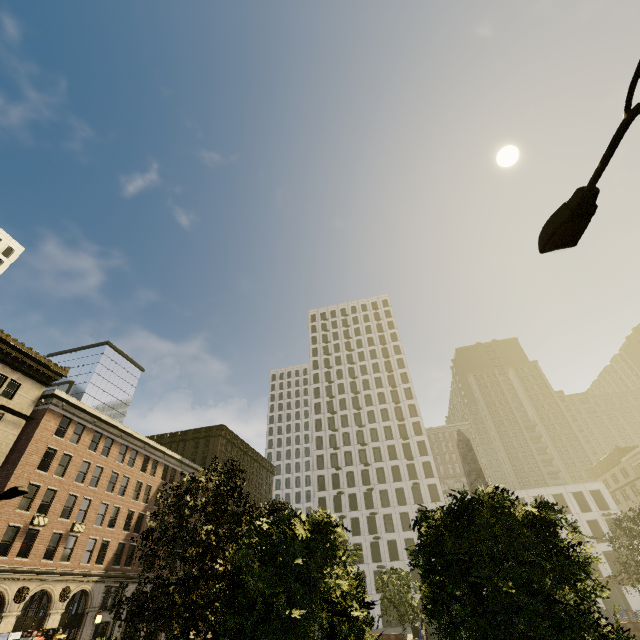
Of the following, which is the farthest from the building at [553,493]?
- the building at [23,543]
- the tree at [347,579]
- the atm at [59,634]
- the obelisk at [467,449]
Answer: the atm at [59,634]

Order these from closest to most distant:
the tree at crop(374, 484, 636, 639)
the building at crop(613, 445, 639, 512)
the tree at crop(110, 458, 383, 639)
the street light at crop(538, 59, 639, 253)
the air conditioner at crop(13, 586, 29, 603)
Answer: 1. the street light at crop(538, 59, 639, 253)
2. the tree at crop(374, 484, 636, 639)
3. the tree at crop(110, 458, 383, 639)
4. the air conditioner at crop(13, 586, 29, 603)
5. the building at crop(613, 445, 639, 512)

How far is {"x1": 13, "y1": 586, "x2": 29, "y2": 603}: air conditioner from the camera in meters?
24.2

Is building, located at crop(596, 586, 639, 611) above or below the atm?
below

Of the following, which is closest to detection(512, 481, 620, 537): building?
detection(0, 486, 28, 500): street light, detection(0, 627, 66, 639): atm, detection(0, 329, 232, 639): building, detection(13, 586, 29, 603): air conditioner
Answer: detection(0, 329, 232, 639): building

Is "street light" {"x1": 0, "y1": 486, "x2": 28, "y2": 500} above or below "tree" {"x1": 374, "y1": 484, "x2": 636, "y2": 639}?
above

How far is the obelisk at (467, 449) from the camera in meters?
19.4

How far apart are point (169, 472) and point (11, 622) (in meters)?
19.57
